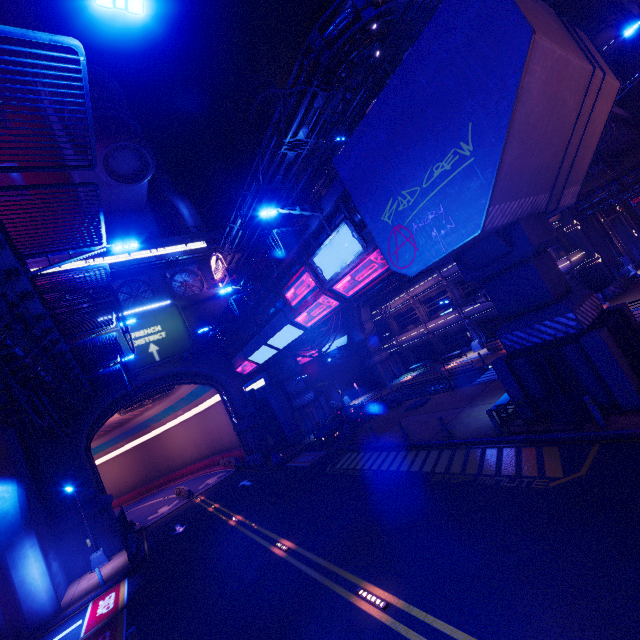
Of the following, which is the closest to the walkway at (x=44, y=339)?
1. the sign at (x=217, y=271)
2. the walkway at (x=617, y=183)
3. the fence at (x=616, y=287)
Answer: the sign at (x=217, y=271)

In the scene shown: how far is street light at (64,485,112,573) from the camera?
22.6m

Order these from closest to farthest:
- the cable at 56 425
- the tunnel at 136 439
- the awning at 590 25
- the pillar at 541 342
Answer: the pillar at 541 342
the cable at 56 425
the awning at 590 25
the tunnel at 136 439

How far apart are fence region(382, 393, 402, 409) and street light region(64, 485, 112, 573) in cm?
2320

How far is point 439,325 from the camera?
35.7 meters

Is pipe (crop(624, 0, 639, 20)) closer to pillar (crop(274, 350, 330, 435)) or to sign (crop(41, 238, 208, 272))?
sign (crop(41, 238, 208, 272))

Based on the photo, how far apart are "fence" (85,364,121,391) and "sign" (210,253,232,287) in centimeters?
1425cm

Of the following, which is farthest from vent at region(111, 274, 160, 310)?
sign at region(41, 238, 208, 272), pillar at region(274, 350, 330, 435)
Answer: pillar at region(274, 350, 330, 435)
